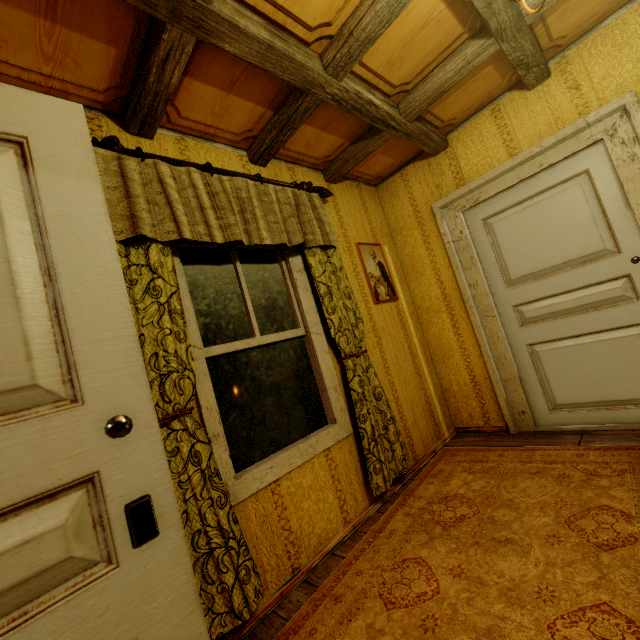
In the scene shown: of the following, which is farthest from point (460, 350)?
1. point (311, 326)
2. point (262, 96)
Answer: point (262, 96)

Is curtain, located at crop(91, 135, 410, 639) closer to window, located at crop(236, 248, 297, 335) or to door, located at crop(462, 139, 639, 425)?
window, located at crop(236, 248, 297, 335)

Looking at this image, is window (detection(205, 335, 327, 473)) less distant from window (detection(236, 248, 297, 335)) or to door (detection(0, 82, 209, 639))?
window (detection(236, 248, 297, 335))

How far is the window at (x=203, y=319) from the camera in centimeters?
201cm

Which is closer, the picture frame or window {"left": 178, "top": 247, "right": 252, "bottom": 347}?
window {"left": 178, "top": 247, "right": 252, "bottom": 347}

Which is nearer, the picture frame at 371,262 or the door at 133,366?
the door at 133,366

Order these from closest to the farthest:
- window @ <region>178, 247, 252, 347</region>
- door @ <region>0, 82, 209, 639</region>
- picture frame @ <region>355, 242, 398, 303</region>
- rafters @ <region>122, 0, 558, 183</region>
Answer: door @ <region>0, 82, 209, 639</region> < rafters @ <region>122, 0, 558, 183</region> < window @ <region>178, 247, 252, 347</region> < picture frame @ <region>355, 242, 398, 303</region>

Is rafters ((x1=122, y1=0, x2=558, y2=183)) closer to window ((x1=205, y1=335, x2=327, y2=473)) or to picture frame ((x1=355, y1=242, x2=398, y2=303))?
picture frame ((x1=355, y1=242, x2=398, y2=303))
